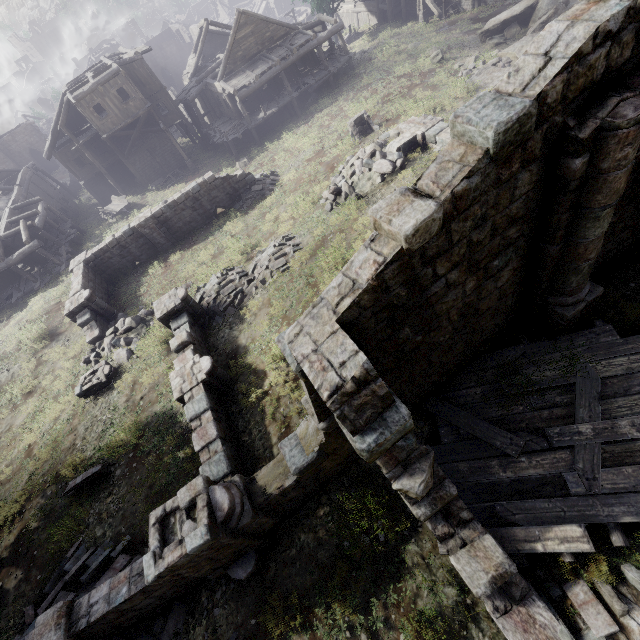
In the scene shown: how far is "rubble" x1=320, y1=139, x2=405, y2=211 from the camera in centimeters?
1447cm

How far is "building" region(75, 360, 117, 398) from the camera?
14.3 meters

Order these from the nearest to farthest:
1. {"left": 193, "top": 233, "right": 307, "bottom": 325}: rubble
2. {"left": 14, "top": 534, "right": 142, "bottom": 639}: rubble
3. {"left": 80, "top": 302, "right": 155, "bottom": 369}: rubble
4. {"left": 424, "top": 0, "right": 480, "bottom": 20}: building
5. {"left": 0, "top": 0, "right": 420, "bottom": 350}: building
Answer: {"left": 14, "top": 534, "right": 142, "bottom": 639}: rubble → {"left": 193, "top": 233, "right": 307, "bottom": 325}: rubble → {"left": 80, "top": 302, "right": 155, "bottom": 369}: rubble → {"left": 0, "top": 0, "right": 420, "bottom": 350}: building → {"left": 424, "top": 0, "right": 480, "bottom": 20}: building

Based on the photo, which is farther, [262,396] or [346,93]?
[346,93]

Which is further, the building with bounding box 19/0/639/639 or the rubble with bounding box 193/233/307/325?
the rubble with bounding box 193/233/307/325

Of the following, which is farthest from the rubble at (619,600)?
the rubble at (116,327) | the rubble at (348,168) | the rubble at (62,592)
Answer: the rubble at (116,327)

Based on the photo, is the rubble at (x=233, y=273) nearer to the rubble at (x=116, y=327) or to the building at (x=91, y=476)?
the building at (x=91, y=476)

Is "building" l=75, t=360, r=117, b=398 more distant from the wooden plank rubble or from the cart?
the cart
